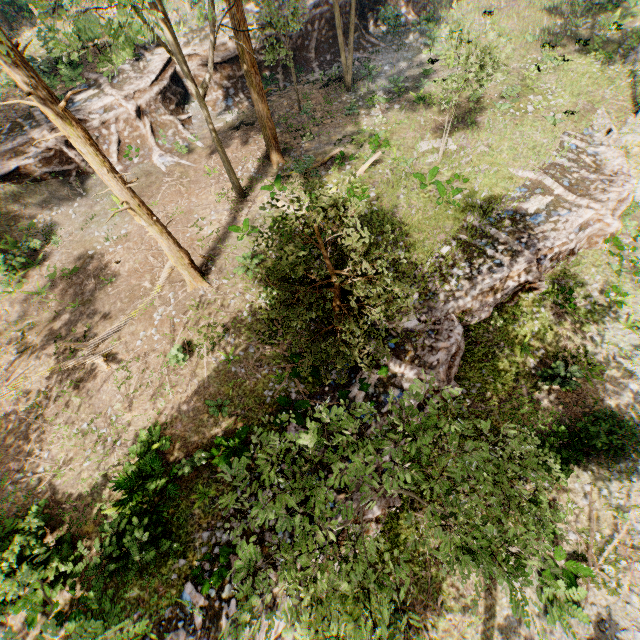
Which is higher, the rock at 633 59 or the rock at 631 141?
the rock at 633 59

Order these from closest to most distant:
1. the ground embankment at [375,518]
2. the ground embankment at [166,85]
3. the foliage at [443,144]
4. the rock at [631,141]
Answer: the ground embankment at [375,518] → the foliage at [443,144] → the rock at [631,141] → the ground embankment at [166,85]

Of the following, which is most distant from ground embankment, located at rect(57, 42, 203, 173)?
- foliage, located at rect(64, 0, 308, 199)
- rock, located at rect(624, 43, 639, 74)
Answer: rock, located at rect(624, 43, 639, 74)

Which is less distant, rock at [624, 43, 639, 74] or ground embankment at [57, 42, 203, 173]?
rock at [624, 43, 639, 74]

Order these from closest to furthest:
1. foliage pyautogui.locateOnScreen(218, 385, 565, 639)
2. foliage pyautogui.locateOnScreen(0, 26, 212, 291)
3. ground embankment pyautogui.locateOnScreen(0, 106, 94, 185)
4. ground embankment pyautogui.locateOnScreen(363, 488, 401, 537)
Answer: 1. foliage pyautogui.locateOnScreen(218, 385, 565, 639)
2. foliage pyautogui.locateOnScreen(0, 26, 212, 291)
3. ground embankment pyautogui.locateOnScreen(363, 488, 401, 537)
4. ground embankment pyautogui.locateOnScreen(0, 106, 94, 185)

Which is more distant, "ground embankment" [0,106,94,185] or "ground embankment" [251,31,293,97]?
"ground embankment" [251,31,293,97]

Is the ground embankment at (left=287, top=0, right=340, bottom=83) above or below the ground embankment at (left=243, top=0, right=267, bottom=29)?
below

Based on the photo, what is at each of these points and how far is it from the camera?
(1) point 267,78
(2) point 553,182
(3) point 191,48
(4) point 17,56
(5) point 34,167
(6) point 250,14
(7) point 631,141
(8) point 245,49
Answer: (1) ground embankment, 24.3m
(2) ground embankment, 16.7m
(3) ground embankment, 22.4m
(4) foliage, 7.9m
(5) ground embankment, 20.2m
(6) ground embankment, 23.8m
(7) rock, 18.8m
(8) foliage, 15.0m
